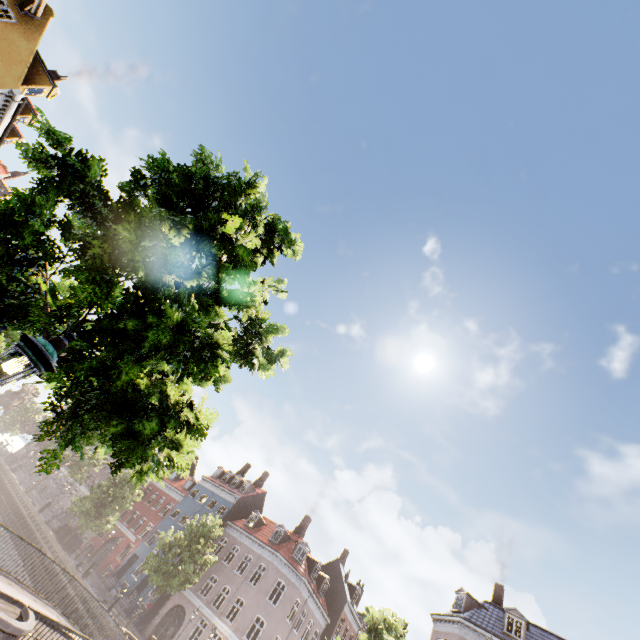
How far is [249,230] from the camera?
6.2 meters

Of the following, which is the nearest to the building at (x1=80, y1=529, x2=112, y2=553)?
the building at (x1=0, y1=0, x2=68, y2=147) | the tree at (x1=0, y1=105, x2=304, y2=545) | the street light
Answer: the tree at (x1=0, y1=105, x2=304, y2=545)

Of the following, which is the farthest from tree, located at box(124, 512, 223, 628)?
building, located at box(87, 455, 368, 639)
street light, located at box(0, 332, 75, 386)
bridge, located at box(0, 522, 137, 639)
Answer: building, located at box(87, 455, 368, 639)

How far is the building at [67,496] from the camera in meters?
48.4

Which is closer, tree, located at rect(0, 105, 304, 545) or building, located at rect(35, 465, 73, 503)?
tree, located at rect(0, 105, 304, 545)

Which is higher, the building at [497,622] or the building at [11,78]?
the building at [497,622]

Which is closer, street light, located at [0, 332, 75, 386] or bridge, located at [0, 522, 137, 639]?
street light, located at [0, 332, 75, 386]
